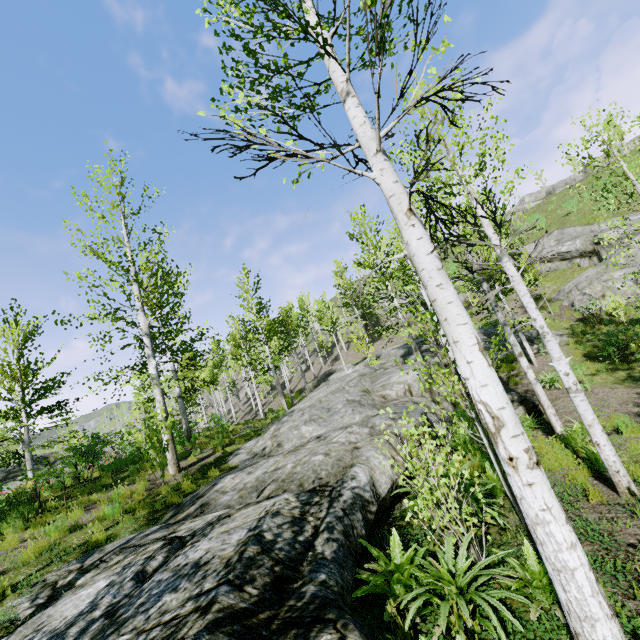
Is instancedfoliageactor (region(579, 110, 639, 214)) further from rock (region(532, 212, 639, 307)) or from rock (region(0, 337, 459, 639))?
rock (region(532, 212, 639, 307))

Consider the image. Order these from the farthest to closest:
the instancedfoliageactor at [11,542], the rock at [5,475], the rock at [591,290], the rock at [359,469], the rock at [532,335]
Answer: the rock at [591,290], the rock at [532,335], the rock at [5,475], the instancedfoliageactor at [11,542], the rock at [359,469]

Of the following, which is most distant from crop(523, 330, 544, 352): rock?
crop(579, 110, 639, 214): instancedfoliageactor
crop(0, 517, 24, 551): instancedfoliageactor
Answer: crop(0, 517, 24, 551): instancedfoliageactor

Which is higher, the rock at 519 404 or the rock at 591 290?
the rock at 591 290

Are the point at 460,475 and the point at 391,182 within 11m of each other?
yes

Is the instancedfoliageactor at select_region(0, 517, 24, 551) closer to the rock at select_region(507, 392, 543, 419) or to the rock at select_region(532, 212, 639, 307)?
the rock at select_region(507, 392, 543, 419)

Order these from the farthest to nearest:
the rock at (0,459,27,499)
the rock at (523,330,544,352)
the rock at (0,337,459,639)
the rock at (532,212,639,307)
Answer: the rock at (532,212,639,307), the rock at (523,330,544,352), the rock at (0,459,27,499), the rock at (0,337,459,639)

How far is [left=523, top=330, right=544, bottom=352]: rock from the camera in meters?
17.3 m
